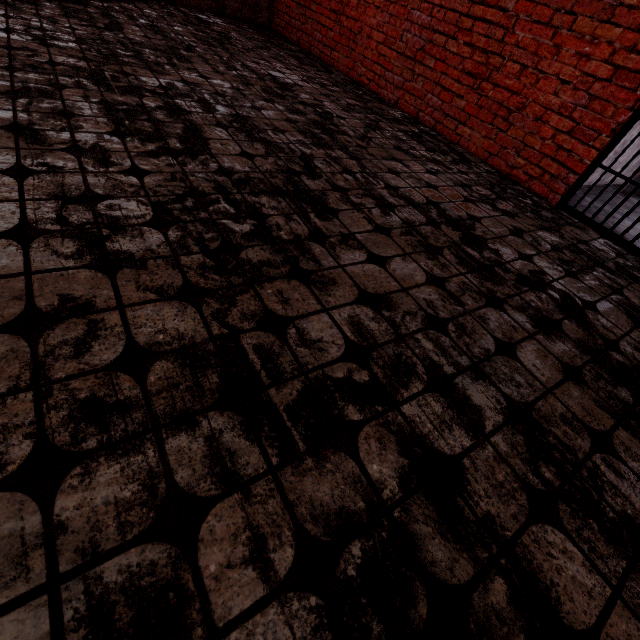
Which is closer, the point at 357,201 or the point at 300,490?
the point at 300,490
